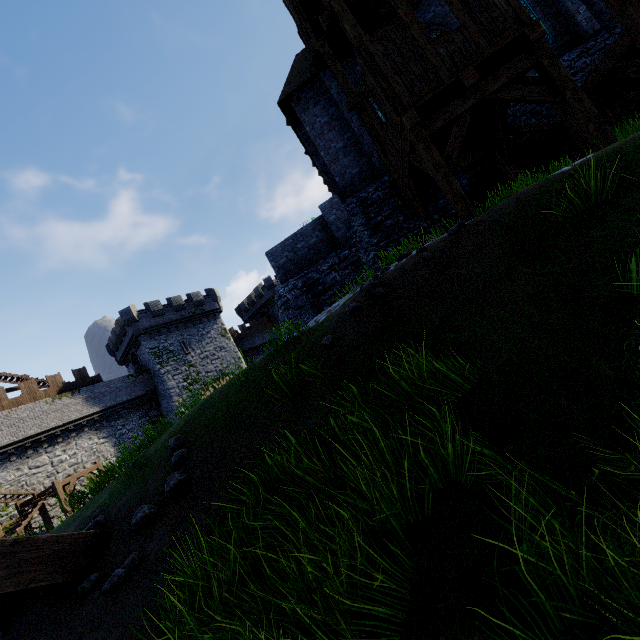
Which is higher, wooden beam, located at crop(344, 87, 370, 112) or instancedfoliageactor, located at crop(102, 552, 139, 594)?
wooden beam, located at crop(344, 87, 370, 112)

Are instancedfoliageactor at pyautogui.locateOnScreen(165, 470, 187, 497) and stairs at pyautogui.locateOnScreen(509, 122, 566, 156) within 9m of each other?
no

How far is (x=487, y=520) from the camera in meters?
2.0 m

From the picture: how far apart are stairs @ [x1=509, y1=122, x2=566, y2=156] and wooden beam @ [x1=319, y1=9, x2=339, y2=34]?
5.0 meters

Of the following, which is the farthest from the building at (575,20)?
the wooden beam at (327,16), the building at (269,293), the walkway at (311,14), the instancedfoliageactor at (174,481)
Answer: the instancedfoliageactor at (174,481)

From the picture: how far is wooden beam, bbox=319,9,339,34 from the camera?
8.34m

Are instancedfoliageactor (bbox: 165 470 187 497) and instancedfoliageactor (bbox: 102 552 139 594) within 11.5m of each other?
yes

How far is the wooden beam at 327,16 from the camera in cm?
834
